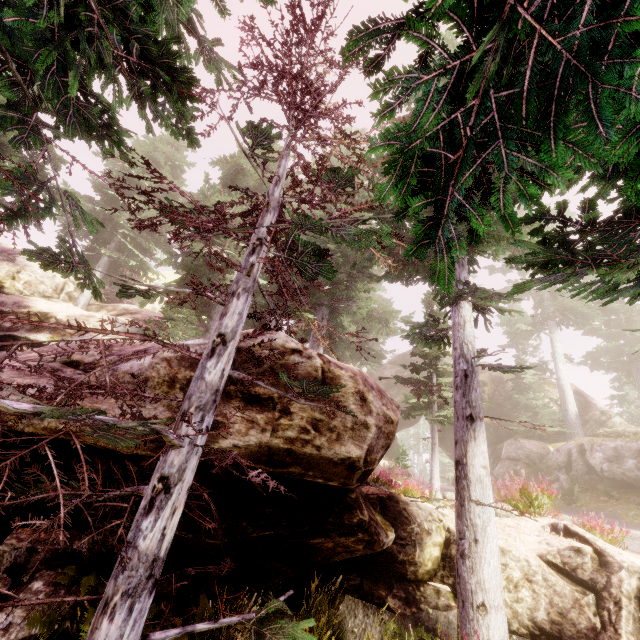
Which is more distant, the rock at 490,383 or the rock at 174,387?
the rock at 490,383

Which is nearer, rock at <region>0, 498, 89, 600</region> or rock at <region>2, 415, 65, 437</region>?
rock at <region>2, 415, 65, 437</region>

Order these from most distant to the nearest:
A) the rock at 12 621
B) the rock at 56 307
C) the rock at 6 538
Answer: the rock at 56 307, the rock at 6 538, the rock at 12 621

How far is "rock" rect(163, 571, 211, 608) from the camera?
6.0 meters

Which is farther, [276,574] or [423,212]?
[423,212]
